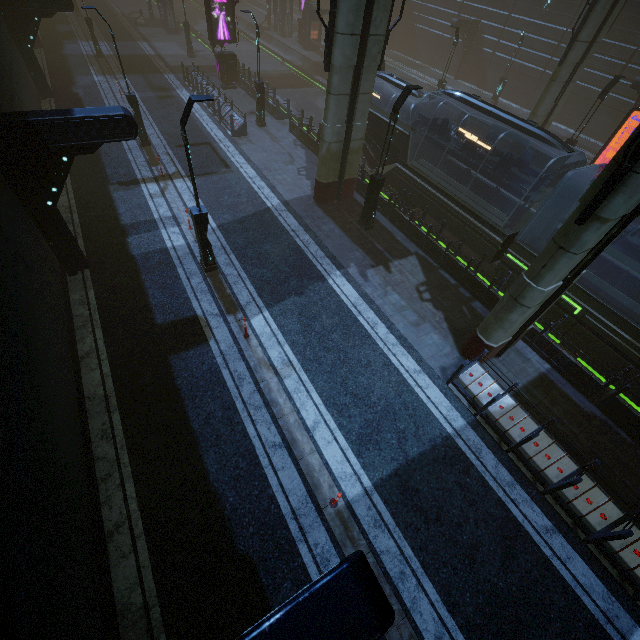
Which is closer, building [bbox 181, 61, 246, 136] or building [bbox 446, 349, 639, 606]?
building [bbox 446, 349, 639, 606]

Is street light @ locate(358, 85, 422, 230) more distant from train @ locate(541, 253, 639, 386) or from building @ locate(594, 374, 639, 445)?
train @ locate(541, 253, 639, 386)

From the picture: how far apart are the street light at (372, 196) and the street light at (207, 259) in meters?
6.7

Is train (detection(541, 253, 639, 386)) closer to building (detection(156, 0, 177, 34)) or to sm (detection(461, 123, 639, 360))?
building (detection(156, 0, 177, 34))

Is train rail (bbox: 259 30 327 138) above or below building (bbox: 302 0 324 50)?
below

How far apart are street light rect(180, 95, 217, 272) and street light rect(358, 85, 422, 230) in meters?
6.7

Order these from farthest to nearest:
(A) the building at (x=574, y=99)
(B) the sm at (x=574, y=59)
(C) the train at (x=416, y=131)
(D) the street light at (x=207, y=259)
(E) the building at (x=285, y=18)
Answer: (E) the building at (x=285, y=18), (A) the building at (x=574, y=99), (B) the sm at (x=574, y=59), (C) the train at (x=416, y=131), (D) the street light at (x=207, y=259)

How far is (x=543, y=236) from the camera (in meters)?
13.30
